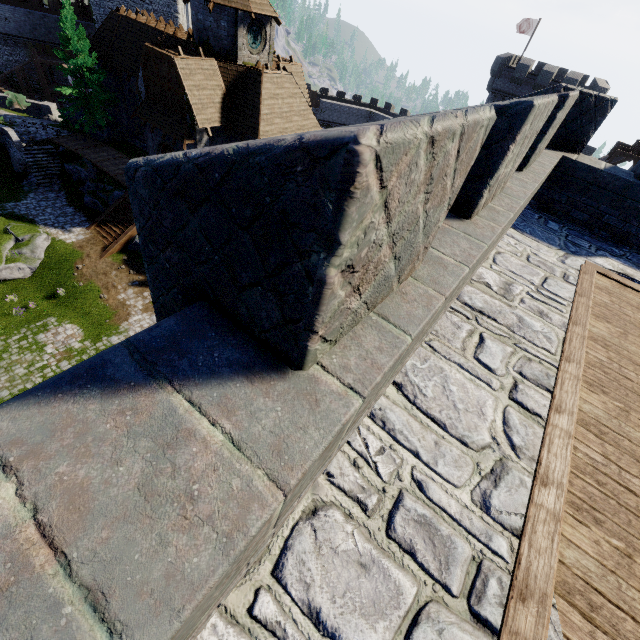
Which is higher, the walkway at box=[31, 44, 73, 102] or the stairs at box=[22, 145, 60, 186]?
the walkway at box=[31, 44, 73, 102]

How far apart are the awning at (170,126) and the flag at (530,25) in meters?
42.5 m

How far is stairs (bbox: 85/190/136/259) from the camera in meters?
23.0 m

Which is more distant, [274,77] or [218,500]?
[274,77]

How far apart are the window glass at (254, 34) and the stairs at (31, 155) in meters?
18.7 m

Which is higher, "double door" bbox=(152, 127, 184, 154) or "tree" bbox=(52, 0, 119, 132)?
"tree" bbox=(52, 0, 119, 132)

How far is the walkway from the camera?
38.64m

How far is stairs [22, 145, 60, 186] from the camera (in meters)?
26.34
